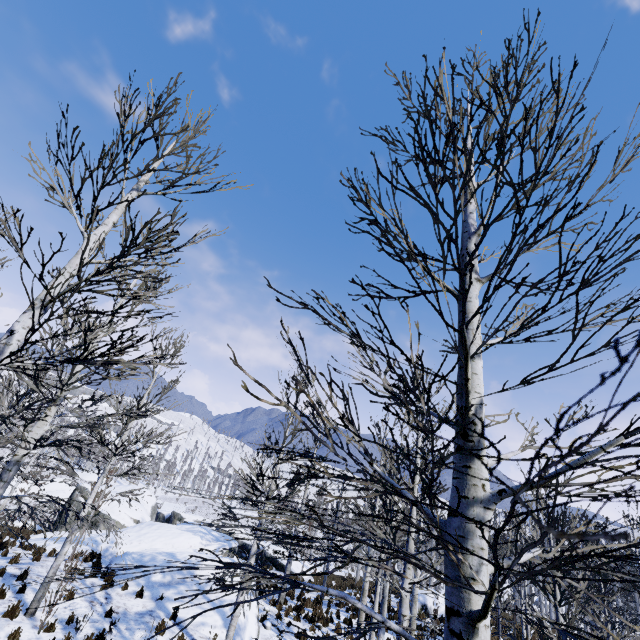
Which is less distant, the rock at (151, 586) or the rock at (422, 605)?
the rock at (151, 586)

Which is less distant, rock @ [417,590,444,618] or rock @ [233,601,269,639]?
rock @ [233,601,269,639]

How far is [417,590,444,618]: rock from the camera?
19.06m

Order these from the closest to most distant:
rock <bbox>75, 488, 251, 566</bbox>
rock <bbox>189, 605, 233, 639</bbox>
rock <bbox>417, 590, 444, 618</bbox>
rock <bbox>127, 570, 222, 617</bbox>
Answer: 1. rock <bbox>189, 605, 233, 639</bbox>
2. rock <bbox>127, 570, 222, 617</bbox>
3. rock <bbox>75, 488, 251, 566</bbox>
4. rock <bbox>417, 590, 444, 618</bbox>

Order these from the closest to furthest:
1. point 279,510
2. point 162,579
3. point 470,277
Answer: point 470,277 → point 162,579 → point 279,510

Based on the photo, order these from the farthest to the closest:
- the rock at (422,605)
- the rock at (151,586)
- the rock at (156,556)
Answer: the rock at (422,605)
the rock at (156,556)
the rock at (151,586)

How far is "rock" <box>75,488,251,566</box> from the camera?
14.72m

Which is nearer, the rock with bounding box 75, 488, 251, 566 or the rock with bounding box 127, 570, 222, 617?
the rock with bounding box 127, 570, 222, 617
